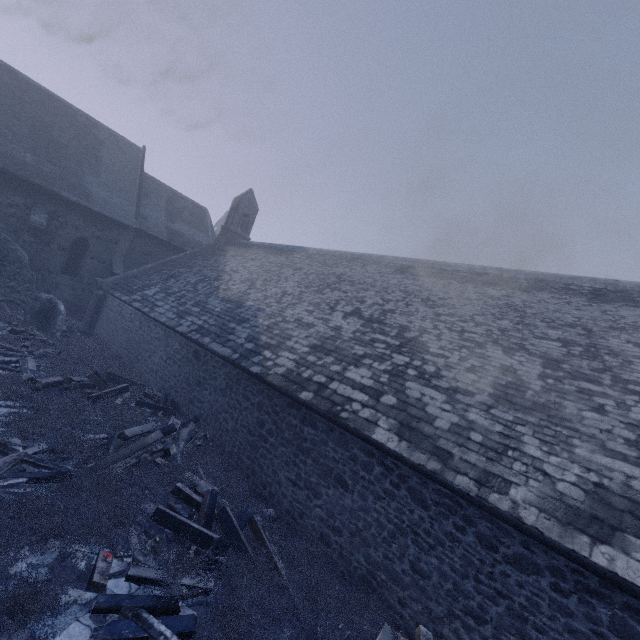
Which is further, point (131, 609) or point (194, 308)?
point (194, 308)

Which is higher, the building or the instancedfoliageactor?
the building

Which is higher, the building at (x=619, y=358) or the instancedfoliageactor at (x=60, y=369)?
the building at (x=619, y=358)
